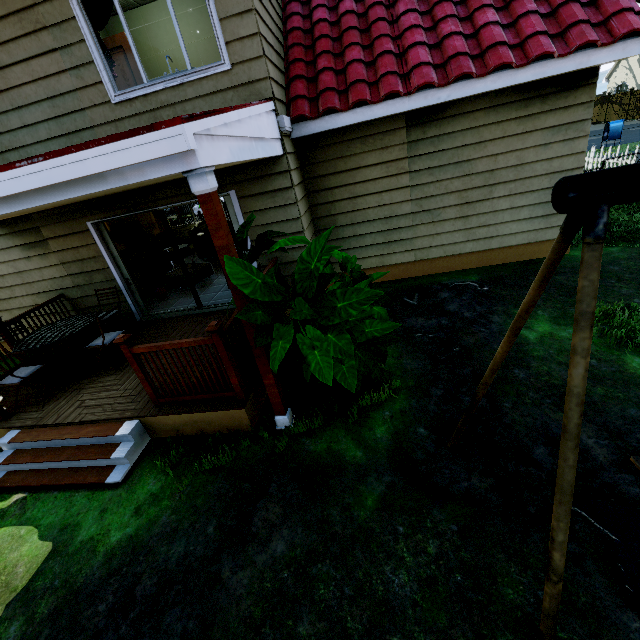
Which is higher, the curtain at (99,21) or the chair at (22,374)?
the curtain at (99,21)

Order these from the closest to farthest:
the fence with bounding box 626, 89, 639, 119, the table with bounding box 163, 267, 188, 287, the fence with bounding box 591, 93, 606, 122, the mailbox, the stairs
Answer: the stairs < the table with bounding box 163, 267, 188, 287 < the mailbox < the fence with bounding box 626, 89, 639, 119 < the fence with bounding box 591, 93, 606, 122

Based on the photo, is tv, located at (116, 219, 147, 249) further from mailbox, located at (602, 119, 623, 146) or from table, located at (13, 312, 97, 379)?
mailbox, located at (602, 119, 623, 146)

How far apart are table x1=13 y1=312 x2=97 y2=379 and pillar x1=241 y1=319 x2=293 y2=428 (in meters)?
3.39

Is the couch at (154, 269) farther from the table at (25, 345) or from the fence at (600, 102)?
the table at (25, 345)

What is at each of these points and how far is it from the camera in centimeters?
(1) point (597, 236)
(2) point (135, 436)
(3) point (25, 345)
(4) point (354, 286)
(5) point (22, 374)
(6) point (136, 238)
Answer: (1) swing, 119cm
(2) stairs, 391cm
(3) table, 487cm
(4) plant, 349cm
(5) chair, 453cm
(6) tv, 1209cm

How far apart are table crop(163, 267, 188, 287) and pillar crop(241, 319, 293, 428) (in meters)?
5.56

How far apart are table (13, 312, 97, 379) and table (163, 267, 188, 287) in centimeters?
268cm
